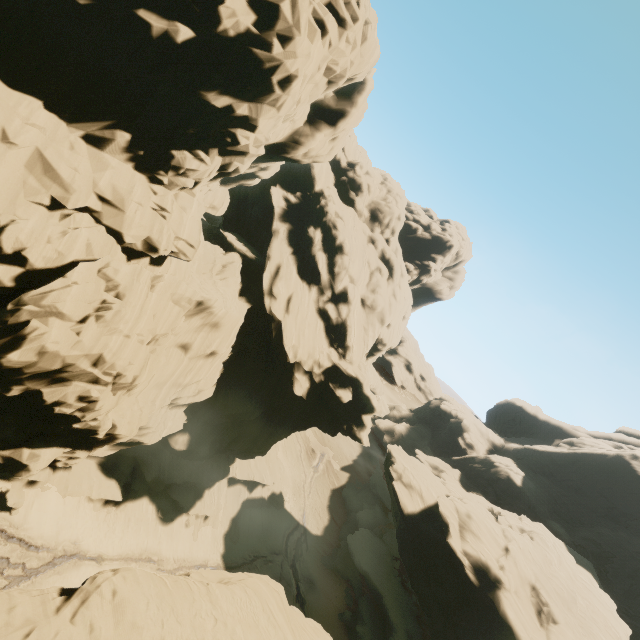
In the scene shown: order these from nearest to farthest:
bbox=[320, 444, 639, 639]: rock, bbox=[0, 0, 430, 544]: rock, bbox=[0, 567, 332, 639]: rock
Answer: bbox=[0, 567, 332, 639]: rock → bbox=[0, 0, 430, 544]: rock → bbox=[320, 444, 639, 639]: rock

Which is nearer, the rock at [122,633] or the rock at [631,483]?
the rock at [122,633]

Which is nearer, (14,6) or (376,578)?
(14,6)

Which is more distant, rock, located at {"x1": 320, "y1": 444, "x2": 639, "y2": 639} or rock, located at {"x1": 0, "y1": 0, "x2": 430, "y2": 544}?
rock, located at {"x1": 320, "y1": 444, "x2": 639, "y2": 639}

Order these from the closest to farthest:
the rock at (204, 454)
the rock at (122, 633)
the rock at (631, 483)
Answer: the rock at (122, 633), the rock at (204, 454), the rock at (631, 483)
